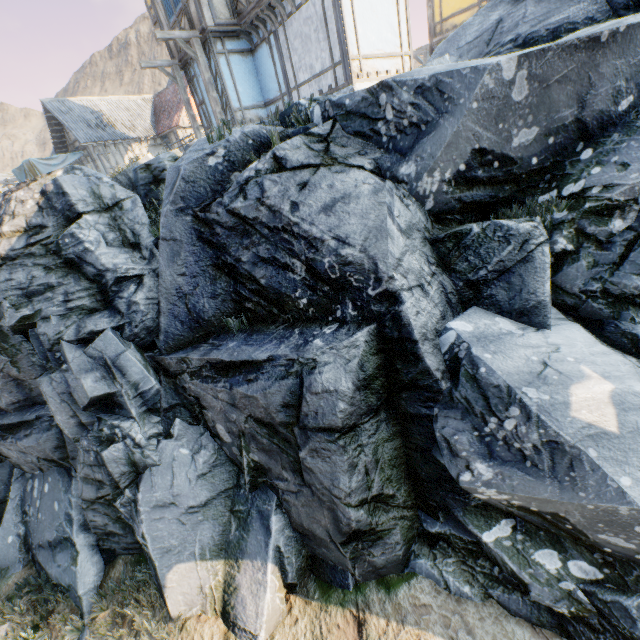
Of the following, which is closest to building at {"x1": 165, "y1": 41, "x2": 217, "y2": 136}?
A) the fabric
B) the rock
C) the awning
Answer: the rock

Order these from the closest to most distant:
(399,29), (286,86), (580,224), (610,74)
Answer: (610,74) → (580,224) → (399,29) → (286,86)

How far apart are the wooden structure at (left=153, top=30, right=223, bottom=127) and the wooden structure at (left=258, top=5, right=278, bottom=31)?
2.3m

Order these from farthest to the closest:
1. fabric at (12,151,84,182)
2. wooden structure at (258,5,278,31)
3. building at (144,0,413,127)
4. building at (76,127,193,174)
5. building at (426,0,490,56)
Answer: building at (76,127,193,174)
fabric at (12,151,84,182)
building at (426,0,490,56)
wooden structure at (258,5,278,31)
building at (144,0,413,127)

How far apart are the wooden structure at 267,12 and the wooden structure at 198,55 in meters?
2.3

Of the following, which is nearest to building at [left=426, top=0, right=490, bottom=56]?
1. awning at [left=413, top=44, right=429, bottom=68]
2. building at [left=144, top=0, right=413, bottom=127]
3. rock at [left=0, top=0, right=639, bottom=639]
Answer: awning at [left=413, top=44, right=429, bottom=68]

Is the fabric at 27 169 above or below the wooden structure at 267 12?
below

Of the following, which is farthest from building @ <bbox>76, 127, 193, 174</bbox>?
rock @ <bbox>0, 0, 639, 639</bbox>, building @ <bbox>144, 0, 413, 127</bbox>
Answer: building @ <bbox>144, 0, 413, 127</bbox>
